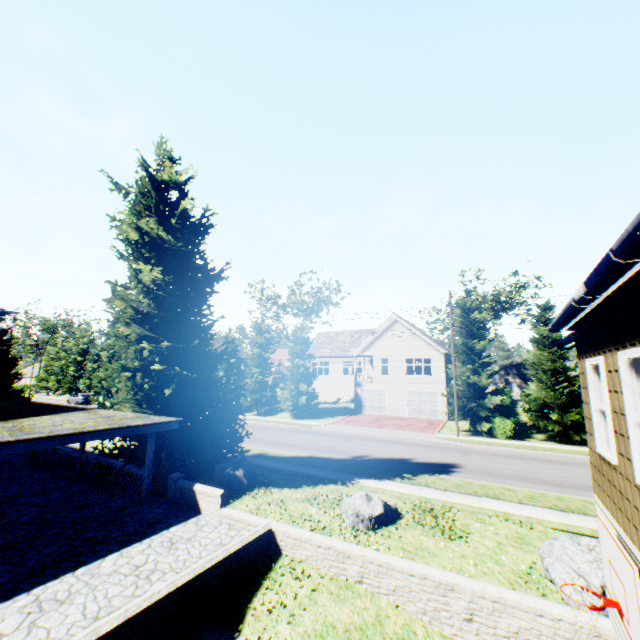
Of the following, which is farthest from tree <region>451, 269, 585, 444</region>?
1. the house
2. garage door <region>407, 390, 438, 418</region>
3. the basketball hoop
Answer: the basketball hoop

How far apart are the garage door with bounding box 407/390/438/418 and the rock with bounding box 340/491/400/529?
23.3 meters

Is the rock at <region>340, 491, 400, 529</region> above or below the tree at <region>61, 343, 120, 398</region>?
below

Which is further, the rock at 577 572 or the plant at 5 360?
the plant at 5 360

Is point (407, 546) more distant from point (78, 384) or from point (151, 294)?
point (78, 384)

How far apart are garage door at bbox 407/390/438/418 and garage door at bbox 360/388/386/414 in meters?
2.2 m

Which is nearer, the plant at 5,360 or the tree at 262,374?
the plant at 5,360

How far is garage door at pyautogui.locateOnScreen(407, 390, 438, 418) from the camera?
33.06m
